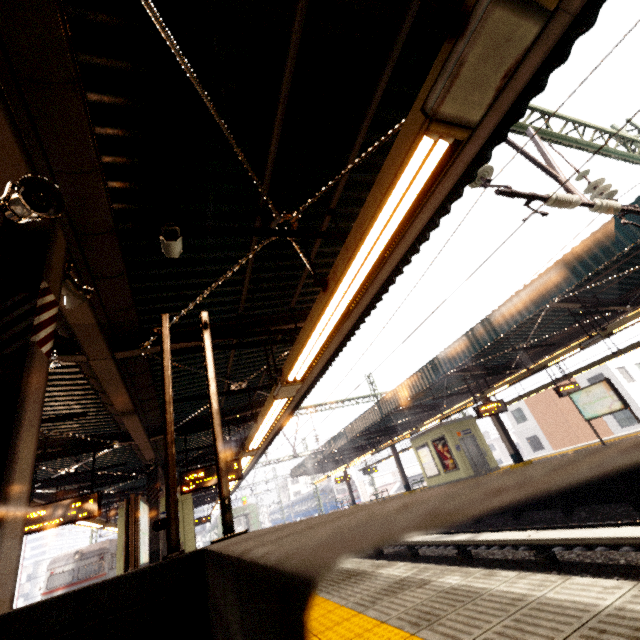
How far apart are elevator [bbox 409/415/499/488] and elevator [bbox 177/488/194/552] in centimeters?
1259cm

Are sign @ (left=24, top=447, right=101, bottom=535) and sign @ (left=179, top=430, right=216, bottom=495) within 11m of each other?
yes

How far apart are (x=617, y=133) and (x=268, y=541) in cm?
528

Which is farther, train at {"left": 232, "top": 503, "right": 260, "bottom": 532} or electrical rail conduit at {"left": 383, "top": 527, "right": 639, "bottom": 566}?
train at {"left": 232, "top": 503, "right": 260, "bottom": 532}

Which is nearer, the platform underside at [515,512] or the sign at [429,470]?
the platform underside at [515,512]

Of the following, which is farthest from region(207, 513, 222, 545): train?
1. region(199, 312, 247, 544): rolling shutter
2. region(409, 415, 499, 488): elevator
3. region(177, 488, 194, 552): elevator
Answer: region(199, 312, 247, 544): rolling shutter

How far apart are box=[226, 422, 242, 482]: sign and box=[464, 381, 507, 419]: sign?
9.28m

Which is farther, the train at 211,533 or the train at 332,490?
the train at 332,490
